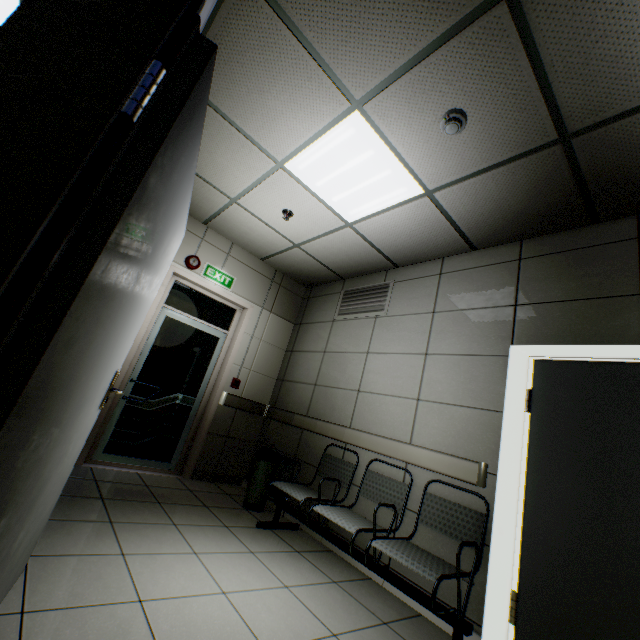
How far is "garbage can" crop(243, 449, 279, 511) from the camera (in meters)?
3.74

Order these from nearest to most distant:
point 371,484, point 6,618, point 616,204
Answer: point 6,618 < point 616,204 < point 371,484

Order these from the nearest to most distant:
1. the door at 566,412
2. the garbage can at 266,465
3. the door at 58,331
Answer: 1. the door at 58,331
2. the door at 566,412
3. the garbage can at 266,465

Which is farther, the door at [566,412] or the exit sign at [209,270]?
the exit sign at [209,270]

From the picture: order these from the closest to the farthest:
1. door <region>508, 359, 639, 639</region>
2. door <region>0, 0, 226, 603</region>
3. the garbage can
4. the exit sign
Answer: door <region>0, 0, 226, 603</region> < door <region>508, 359, 639, 639</region> < the garbage can < the exit sign

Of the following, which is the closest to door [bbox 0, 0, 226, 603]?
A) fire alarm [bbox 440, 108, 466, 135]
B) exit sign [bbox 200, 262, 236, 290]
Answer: fire alarm [bbox 440, 108, 466, 135]

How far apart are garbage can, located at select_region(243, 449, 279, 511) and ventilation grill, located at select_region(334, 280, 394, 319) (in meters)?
2.05

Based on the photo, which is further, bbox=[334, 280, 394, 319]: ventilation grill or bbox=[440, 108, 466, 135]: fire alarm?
bbox=[334, 280, 394, 319]: ventilation grill
